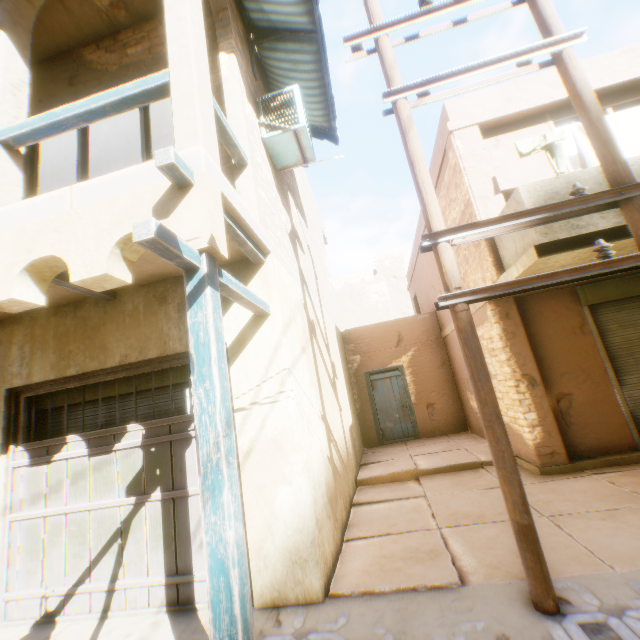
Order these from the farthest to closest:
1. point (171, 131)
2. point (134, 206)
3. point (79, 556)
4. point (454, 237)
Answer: point (171, 131), point (79, 556), point (454, 237), point (134, 206)

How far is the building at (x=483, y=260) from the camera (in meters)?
5.75

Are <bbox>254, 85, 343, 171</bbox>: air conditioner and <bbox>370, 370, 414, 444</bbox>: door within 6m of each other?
no

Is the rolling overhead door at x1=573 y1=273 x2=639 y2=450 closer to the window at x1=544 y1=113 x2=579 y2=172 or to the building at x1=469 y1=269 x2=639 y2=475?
the building at x1=469 y1=269 x2=639 y2=475

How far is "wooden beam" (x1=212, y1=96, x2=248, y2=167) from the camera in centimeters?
335cm

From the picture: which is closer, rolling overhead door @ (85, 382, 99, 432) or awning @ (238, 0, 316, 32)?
rolling overhead door @ (85, 382, 99, 432)

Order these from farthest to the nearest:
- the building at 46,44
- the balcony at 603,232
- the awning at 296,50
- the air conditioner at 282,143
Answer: the awning at 296,50 → the air conditioner at 282,143 → the balcony at 603,232 → the building at 46,44

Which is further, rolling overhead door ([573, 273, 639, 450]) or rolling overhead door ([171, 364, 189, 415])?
rolling overhead door ([573, 273, 639, 450])
